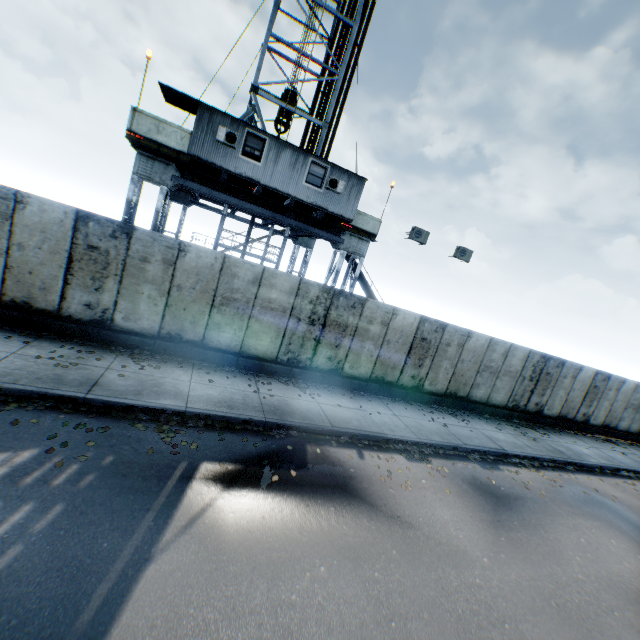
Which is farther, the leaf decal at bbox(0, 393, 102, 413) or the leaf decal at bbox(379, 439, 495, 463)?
the leaf decal at bbox(379, 439, 495, 463)

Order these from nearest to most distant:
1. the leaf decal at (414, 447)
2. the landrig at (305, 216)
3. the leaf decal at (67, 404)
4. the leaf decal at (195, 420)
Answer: the leaf decal at (67, 404), the leaf decal at (195, 420), the leaf decal at (414, 447), the landrig at (305, 216)

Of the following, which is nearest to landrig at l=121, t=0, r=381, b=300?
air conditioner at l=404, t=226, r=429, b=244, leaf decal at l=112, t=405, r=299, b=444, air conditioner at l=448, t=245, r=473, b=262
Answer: air conditioner at l=404, t=226, r=429, b=244

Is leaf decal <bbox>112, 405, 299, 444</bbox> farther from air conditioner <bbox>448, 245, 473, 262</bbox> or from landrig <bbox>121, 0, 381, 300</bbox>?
landrig <bbox>121, 0, 381, 300</bbox>

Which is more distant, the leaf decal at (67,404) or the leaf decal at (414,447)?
the leaf decal at (414,447)

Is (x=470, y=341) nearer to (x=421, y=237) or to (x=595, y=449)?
(x=421, y=237)

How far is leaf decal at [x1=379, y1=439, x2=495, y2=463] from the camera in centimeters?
902cm

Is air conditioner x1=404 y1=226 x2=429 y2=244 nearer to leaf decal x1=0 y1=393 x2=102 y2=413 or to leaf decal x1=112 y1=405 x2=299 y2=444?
leaf decal x1=112 y1=405 x2=299 y2=444
